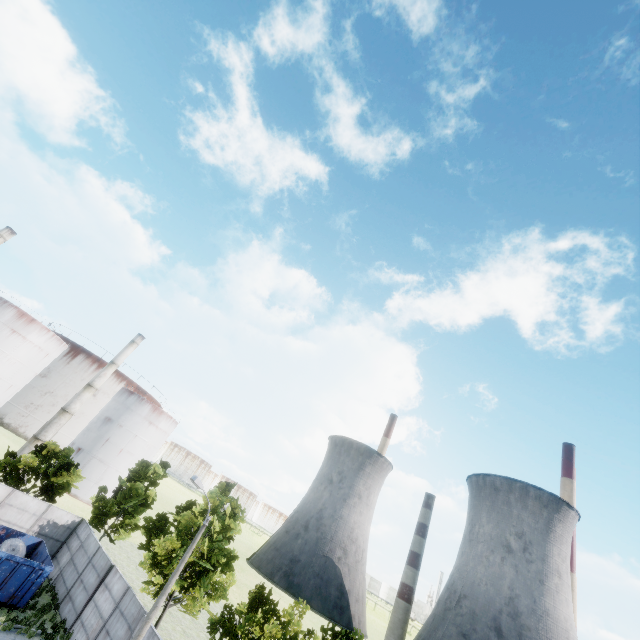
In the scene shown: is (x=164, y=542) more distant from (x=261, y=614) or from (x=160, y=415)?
(x=160, y=415)

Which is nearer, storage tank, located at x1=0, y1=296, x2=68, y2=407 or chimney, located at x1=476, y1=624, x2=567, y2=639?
storage tank, located at x1=0, y1=296, x2=68, y2=407

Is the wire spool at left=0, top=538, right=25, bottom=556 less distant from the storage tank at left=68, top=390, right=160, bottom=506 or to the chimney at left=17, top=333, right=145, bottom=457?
the chimney at left=17, top=333, right=145, bottom=457

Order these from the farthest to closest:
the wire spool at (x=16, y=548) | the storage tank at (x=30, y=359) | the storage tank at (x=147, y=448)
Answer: the storage tank at (x=147, y=448) < the storage tank at (x=30, y=359) < the wire spool at (x=16, y=548)

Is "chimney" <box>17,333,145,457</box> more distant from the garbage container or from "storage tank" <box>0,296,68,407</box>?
the garbage container

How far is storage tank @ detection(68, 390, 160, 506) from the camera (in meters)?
52.22

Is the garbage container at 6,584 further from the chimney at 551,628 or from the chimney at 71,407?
the chimney at 551,628

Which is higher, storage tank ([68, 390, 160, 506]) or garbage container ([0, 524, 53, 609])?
storage tank ([68, 390, 160, 506])
